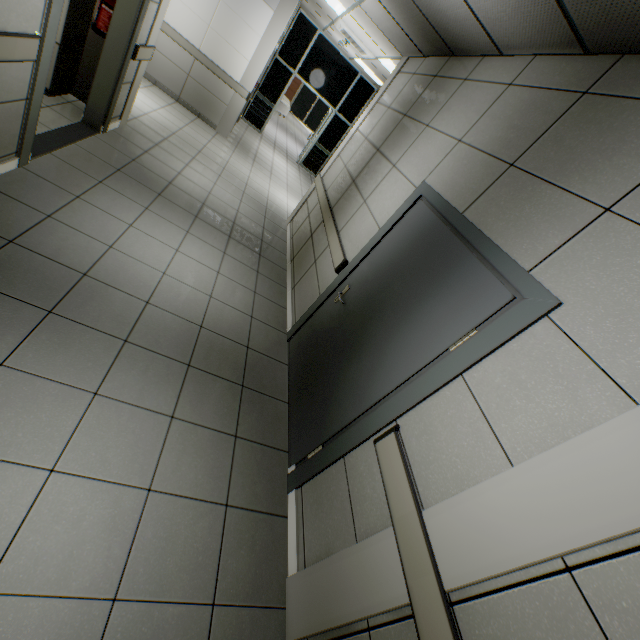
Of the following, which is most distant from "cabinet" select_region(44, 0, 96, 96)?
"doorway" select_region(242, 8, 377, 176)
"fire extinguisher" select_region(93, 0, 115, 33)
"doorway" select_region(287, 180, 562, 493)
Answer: "doorway" select_region(242, 8, 377, 176)

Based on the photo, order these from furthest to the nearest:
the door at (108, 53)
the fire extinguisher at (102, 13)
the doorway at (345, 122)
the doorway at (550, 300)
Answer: the doorway at (345, 122)
the fire extinguisher at (102, 13)
the door at (108, 53)
the doorway at (550, 300)

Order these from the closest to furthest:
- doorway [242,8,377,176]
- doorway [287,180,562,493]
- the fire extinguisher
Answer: doorway [287,180,562,493] < the fire extinguisher < doorway [242,8,377,176]

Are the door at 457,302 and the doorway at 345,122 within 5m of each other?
no

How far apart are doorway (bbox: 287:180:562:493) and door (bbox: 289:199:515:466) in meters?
0.0

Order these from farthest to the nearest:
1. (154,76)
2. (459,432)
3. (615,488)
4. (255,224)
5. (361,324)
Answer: (154,76)
(255,224)
(361,324)
(459,432)
(615,488)

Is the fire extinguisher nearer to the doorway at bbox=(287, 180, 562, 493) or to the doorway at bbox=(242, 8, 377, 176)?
the doorway at bbox=(287, 180, 562, 493)

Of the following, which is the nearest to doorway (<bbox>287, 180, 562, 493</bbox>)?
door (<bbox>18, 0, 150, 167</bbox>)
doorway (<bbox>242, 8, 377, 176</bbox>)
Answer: door (<bbox>18, 0, 150, 167</bbox>)
